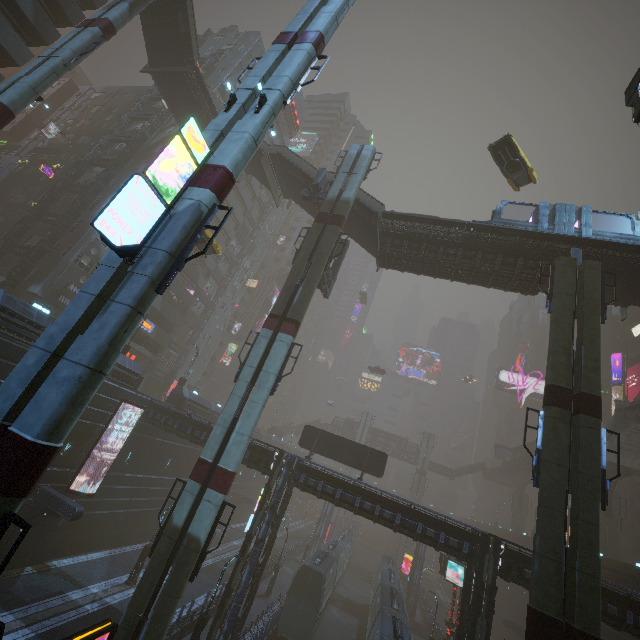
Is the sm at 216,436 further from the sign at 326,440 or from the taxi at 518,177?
the sign at 326,440

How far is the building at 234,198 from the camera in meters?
45.7 m

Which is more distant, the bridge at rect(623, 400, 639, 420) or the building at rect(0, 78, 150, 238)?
the building at rect(0, 78, 150, 238)

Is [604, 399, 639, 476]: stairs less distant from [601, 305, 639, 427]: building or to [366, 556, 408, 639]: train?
[601, 305, 639, 427]: building

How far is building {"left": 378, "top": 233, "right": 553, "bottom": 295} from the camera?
22.0 meters

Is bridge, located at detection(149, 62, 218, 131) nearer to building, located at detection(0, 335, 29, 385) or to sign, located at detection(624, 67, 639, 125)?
building, located at detection(0, 335, 29, 385)

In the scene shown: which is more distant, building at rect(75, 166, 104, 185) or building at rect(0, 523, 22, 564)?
building at rect(75, 166, 104, 185)

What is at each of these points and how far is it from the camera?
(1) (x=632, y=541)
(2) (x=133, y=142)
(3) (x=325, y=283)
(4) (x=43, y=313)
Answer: (1) building, 40.50m
(2) building structure, 33.44m
(3) building structure, 25.91m
(4) building, 18.88m
